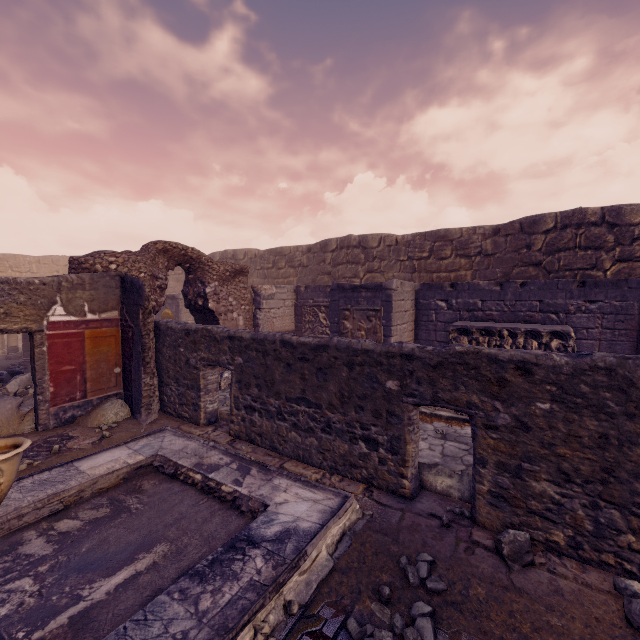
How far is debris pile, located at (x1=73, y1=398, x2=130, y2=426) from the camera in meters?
6.0

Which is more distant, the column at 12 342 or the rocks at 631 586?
the column at 12 342

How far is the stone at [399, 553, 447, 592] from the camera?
2.7 meters

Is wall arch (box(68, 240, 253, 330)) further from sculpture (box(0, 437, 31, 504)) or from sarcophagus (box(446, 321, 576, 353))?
sarcophagus (box(446, 321, 576, 353))

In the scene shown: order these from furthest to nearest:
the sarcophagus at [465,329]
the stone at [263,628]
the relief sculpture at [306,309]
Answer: the relief sculpture at [306,309]
the sarcophagus at [465,329]
the stone at [263,628]

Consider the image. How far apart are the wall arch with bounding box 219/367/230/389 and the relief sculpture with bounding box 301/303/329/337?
3.1m

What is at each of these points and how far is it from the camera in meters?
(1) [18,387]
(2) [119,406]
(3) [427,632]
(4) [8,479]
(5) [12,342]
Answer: (1) debris pile, 6.9
(2) debris pile, 6.3
(3) stone, 2.2
(4) sculpture, 2.4
(5) column, 12.6

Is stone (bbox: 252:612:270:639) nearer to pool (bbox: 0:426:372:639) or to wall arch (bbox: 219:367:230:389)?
pool (bbox: 0:426:372:639)
